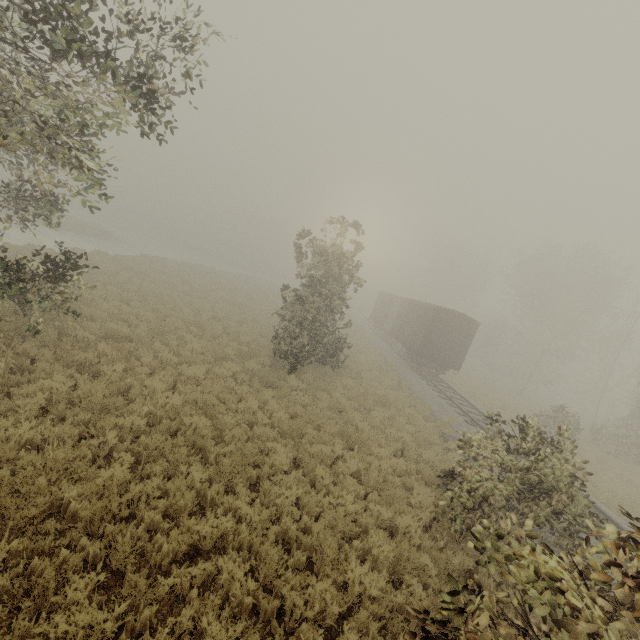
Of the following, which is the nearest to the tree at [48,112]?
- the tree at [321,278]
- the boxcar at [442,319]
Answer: the tree at [321,278]

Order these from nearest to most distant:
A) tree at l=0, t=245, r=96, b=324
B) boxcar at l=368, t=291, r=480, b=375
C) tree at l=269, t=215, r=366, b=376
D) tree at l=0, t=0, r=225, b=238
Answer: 1. tree at l=0, t=0, r=225, b=238
2. tree at l=0, t=245, r=96, b=324
3. tree at l=269, t=215, r=366, b=376
4. boxcar at l=368, t=291, r=480, b=375

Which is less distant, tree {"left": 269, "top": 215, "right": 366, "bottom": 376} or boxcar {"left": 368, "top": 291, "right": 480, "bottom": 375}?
tree {"left": 269, "top": 215, "right": 366, "bottom": 376}

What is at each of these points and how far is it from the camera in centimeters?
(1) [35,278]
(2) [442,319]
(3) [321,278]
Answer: (1) tree, 744cm
(2) boxcar, 2197cm
(3) tree, 1698cm

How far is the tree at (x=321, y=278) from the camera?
13.6m

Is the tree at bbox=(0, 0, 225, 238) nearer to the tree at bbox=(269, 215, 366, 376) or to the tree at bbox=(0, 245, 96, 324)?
the tree at bbox=(269, 215, 366, 376)

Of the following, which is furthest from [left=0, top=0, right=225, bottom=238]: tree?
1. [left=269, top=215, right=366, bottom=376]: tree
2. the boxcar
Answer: the boxcar

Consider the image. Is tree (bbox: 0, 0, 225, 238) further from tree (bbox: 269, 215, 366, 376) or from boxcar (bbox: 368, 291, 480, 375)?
boxcar (bbox: 368, 291, 480, 375)
